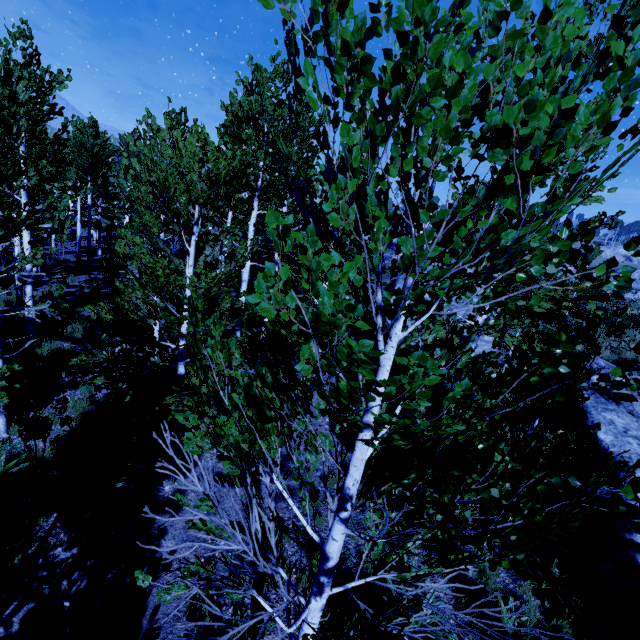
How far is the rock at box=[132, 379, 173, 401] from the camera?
8.6m

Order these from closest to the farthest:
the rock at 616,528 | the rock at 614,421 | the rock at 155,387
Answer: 1. the rock at 616,528
2. the rock at 155,387
3. the rock at 614,421

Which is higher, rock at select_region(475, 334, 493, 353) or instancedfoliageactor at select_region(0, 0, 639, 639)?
instancedfoliageactor at select_region(0, 0, 639, 639)

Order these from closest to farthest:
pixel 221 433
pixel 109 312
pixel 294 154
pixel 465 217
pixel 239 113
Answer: pixel 465 217
pixel 221 433
pixel 109 312
pixel 239 113
pixel 294 154

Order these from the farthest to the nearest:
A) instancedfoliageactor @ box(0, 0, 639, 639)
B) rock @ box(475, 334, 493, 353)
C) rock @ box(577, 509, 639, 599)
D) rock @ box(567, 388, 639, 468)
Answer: rock @ box(475, 334, 493, 353) < rock @ box(567, 388, 639, 468) < rock @ box(577, 509, 639, 599) < instancedfoliageactor @ box(0, 0, 639, 639)

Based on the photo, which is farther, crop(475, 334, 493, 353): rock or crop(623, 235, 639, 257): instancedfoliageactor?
crop(475, 334, 493, 353): rock

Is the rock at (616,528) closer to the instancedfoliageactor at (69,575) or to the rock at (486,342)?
the instancedfoliageactor at (69,575)

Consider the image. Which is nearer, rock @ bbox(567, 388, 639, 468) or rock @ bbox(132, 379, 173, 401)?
rock @ bbox(132, 379, 173, 401)
